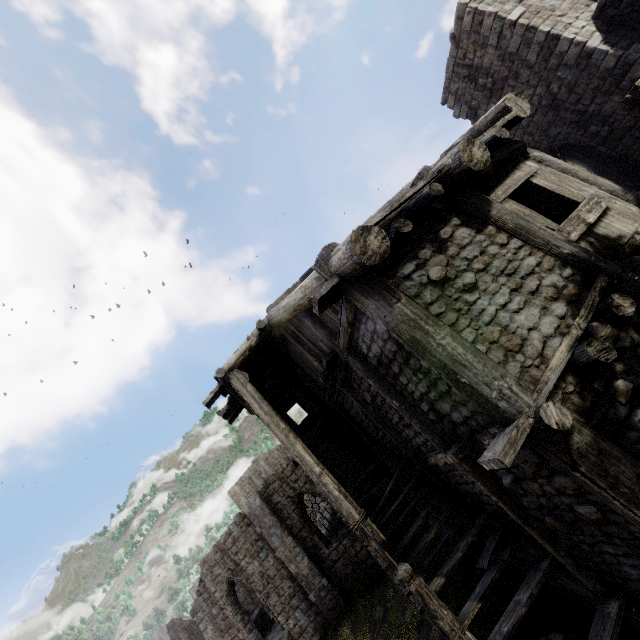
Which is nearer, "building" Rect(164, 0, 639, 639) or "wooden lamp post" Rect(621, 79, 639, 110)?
"building" Rect(164, 0, 639, 639)

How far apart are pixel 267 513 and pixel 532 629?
14.5m

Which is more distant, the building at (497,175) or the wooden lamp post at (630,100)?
the wooden lamp post at (630,100)
